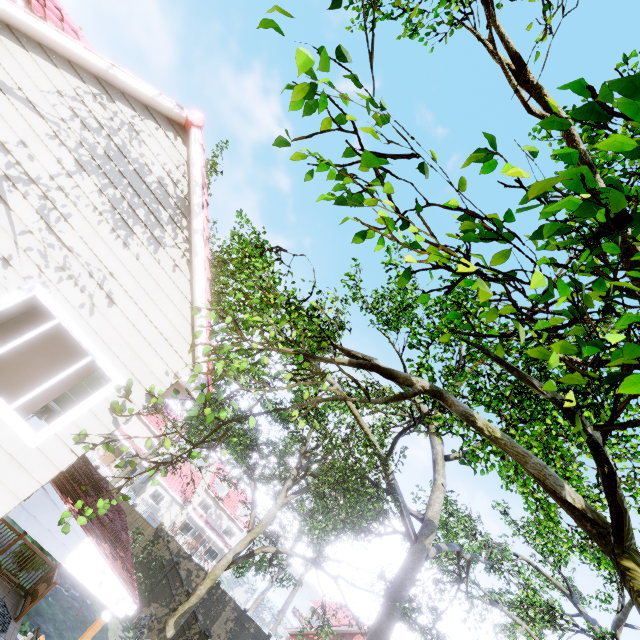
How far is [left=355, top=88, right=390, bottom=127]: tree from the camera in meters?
1.7

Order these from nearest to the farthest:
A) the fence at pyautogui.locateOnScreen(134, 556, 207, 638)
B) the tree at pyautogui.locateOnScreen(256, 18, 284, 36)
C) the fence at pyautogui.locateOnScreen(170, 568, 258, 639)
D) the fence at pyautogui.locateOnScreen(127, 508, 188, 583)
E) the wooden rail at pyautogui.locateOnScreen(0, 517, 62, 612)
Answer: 1. the tree at pyautogui.locateOnScreen(256, 18, 284, 36)
2. the wooden rail at pyautogui.locateOnScreen(0, 517, 62, 612)
3. the fence at pyautogui.locateOnScreen(170, 568, 258, 639)
4. the fence at pyautogui.locateOnScreen(134, 556, 207, 638)
5. the fence at pyautogui.locateOnScreen(127, 508, 188, 583)

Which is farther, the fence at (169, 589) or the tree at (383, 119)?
the fence at (169, 589)

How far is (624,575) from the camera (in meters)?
3.42

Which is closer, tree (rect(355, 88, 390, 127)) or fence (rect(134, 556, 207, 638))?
tree (rect(355, 88, 390, 127))

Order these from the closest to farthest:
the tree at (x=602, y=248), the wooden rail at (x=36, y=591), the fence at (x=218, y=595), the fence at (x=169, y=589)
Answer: the tree at (x=602, y=248) < the wooden rail at (x=36, y=591) < the fence at (x=218, y=595) < the fence at (x=169, y=589)
